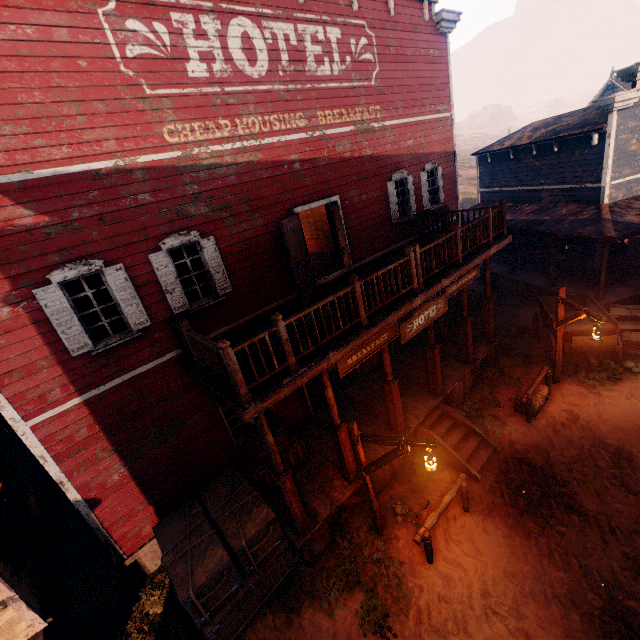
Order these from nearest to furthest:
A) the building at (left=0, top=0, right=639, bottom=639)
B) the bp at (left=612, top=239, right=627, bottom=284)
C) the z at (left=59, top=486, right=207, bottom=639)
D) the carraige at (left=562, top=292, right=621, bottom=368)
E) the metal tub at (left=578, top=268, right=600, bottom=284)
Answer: the building at (left=0, top=0, right=639, bottom=639) < the z at (left=59, top=486, right=207, bottom=639) < the carraige at (left=562, top=292, right=621, bottom=368) < the bp at (left=612, top=239, right=627, bottom=284) < the metal tub at (left=578, top=268, right=600, bottom=284)

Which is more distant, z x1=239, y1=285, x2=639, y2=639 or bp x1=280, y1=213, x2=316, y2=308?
bp x1=280, y1=213, x2=316, y2=308

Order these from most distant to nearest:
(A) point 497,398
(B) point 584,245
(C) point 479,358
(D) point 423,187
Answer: (B) point 584,245 < (D) point 423,187 < (C) point 479,358 < (A) point 497,398

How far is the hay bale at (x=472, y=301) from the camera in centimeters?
1625cm

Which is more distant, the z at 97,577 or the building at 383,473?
the building at 383,473

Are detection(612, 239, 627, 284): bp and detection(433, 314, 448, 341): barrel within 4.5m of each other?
no

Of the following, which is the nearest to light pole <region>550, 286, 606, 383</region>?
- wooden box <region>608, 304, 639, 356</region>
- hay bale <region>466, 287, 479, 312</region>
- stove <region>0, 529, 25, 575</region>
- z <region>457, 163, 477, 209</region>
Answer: z <region>457, 163, 477, 209</region>

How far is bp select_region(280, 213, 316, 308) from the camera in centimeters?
764cm
